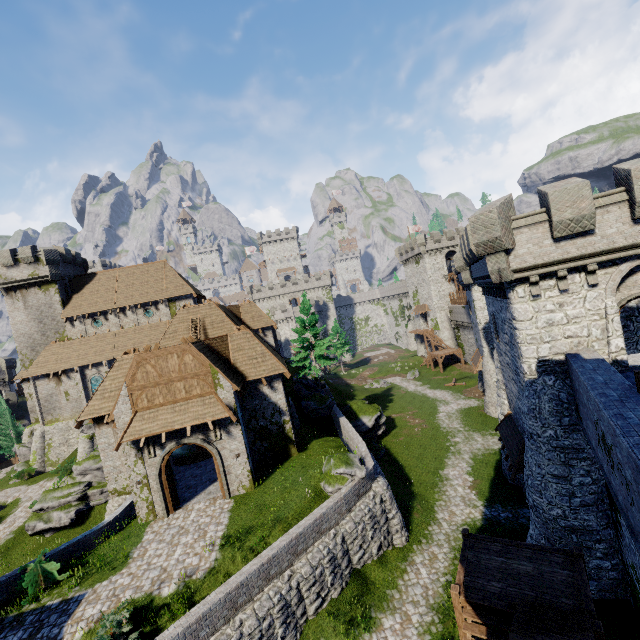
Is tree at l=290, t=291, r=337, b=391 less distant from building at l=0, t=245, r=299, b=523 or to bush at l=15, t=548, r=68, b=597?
building at l=0, t=245, r=299, b=523

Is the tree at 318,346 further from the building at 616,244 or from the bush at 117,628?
the bush at 117,628

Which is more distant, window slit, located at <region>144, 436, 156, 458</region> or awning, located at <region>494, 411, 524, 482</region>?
window slit, located at <region>144, 436, 156, 458</region>

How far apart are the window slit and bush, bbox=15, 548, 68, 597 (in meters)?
5.07

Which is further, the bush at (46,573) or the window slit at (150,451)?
the window slit at (150,451)

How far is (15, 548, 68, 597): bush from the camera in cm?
1352

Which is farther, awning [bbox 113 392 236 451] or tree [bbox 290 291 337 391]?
tree [bbox 290 291 337 391]

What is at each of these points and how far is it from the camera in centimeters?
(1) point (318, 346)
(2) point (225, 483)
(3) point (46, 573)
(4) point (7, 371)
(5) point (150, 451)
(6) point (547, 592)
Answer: (1) tree, 3219cm
(2) double door, 1803cm
(3) bush, 1409cm
(4) building tower, 5372cm
(5) window slit, 1764cm
(6) stairs, 1078cm
